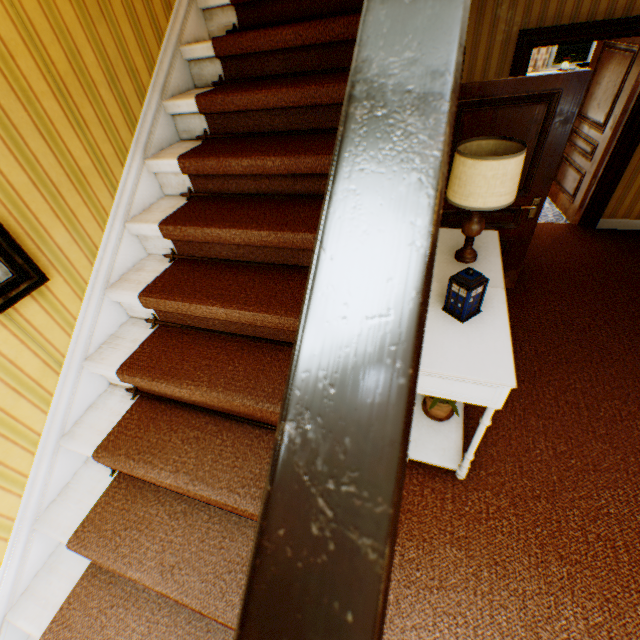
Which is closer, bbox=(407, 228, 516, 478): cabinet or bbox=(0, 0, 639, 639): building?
bbox=(0, 0, 639, 639): building

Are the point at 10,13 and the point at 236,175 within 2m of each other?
yes

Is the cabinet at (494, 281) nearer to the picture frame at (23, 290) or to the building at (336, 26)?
the building at (336, 26)

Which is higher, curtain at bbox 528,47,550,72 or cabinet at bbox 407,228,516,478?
curtain at bbox 528,47,550,72

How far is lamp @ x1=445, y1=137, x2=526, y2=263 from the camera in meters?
1.8

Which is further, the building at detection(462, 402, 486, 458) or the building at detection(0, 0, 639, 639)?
the building at detection(462, 402, 486, 458)

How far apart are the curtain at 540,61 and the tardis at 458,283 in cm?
971

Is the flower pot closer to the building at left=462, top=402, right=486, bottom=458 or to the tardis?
the building at left=462, top=402, right=486, bottom=458
